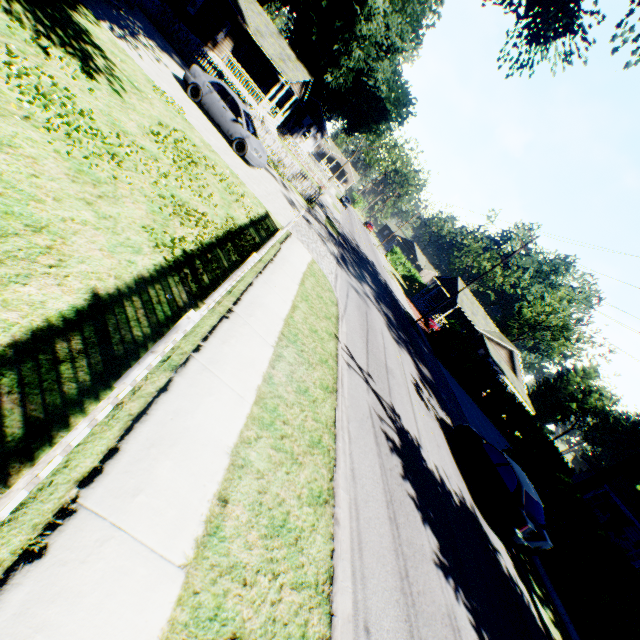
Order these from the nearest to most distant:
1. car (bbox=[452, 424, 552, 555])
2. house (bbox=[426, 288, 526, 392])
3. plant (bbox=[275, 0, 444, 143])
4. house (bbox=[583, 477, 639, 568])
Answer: car (bbox=[452, 424, 552, 555]) → house (bbox=[583, 477, 639, 568]) → plant (bbox=[275, 0, 444, 143]) → house (bbox=[426, 288, 526, 392])

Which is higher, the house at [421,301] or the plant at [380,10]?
the plant at [380,10]

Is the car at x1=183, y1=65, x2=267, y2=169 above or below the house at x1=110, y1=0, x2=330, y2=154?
below

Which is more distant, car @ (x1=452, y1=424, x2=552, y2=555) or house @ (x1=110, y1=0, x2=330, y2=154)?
house @ (x1=110, y1=0, x2=330, y2=154)

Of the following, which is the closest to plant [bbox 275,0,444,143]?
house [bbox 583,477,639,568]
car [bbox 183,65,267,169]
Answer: car [bbox 183,65,267,169]

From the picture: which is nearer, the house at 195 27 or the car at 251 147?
the car at 251 147

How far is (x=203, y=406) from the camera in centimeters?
412cm

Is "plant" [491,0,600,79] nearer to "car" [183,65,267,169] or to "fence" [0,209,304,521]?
"fence" [0,209,304,521]
